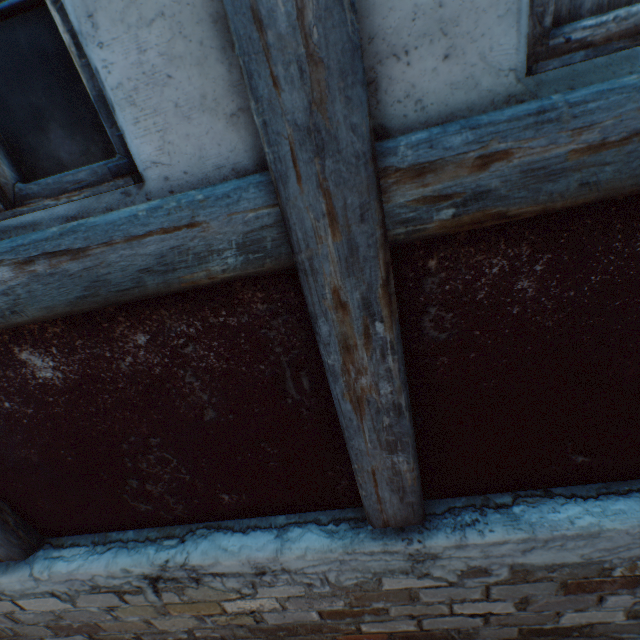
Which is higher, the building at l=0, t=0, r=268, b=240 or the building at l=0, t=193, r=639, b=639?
the building at l=0, t=0, r=268, b=240

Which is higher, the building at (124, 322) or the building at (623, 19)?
the building at (623, 19)

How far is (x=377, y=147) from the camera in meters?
0.7
